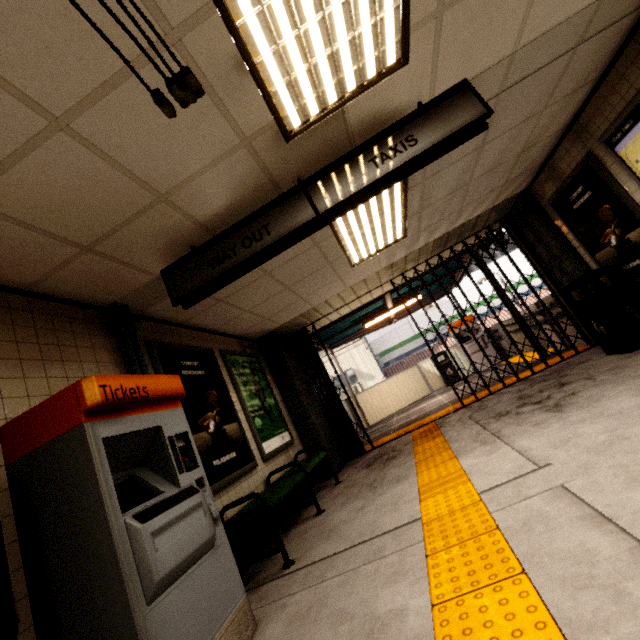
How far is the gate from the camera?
6.12m

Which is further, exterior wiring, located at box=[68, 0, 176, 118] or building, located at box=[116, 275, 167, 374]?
building, located at box=[116, 275, 167, 374]

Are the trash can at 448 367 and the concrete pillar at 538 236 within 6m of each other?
yes

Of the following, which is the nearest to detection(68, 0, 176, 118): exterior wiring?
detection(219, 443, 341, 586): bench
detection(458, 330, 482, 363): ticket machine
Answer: detection(219, 443, 341, 586): bench

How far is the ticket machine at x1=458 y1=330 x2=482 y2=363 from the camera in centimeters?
1107cm

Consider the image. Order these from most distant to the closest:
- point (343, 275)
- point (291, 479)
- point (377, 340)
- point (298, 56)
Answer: point (377, 340) < point (343, 275) < point (291, 479) < point (298, 56)

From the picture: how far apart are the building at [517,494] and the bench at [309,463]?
1.8 meters

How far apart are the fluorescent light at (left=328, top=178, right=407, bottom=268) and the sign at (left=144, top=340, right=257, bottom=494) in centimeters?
238cm
